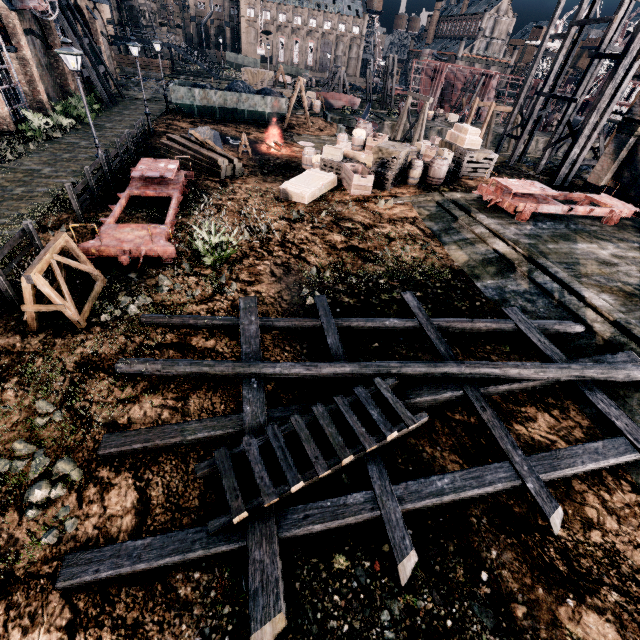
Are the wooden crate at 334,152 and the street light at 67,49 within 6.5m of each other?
no

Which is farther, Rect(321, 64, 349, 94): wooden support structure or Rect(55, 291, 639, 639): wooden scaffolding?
Rect(321, 64, 349, 94): wooden support structure

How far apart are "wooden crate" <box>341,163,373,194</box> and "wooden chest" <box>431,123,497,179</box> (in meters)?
7.92

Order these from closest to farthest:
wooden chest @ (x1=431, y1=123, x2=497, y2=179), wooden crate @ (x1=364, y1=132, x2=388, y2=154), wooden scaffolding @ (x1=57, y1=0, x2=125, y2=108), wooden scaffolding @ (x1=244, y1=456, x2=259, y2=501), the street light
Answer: wooden scaffolding @ (x1=244, y1=456, x2=259, y2=501)
the street light
wooden crate @ (x1=364, y1=132, x2=388, y2=154)
wooden chest @ (x1=431, y1=123, x2=497, y2=179)
wooden scaffolding @ (x1=57, y1=0, x2=125, y2=108)

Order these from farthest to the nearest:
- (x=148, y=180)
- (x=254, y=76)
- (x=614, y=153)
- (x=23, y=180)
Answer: (x=254, y=76), (x=614, y=153), (x=23, y=180), (x=148, y=180)

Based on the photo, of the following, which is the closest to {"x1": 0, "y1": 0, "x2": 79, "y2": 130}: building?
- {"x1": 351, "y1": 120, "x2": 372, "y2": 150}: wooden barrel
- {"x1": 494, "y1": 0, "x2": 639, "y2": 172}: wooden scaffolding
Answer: {"x1": 351, "y1": 120, "x2": 372, "y2": 150}: wooden barrel

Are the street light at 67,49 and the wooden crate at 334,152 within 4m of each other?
no

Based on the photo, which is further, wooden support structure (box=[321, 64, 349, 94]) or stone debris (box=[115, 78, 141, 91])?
wooden support structure (box=[321, 64, 349, 94])
